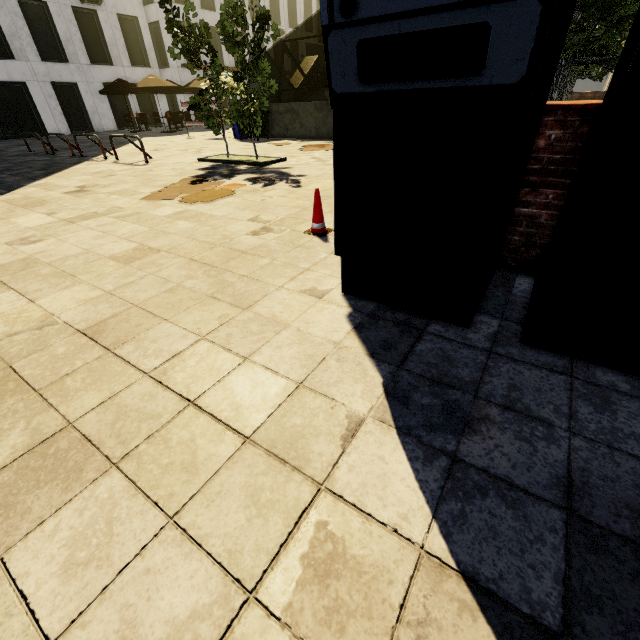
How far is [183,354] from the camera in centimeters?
205cm

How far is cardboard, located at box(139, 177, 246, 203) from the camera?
5.41m

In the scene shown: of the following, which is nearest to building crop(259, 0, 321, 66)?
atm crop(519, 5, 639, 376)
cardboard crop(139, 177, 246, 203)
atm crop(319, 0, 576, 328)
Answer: cardboard crop(139, 177, 246, 203)

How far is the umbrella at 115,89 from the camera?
18.0m

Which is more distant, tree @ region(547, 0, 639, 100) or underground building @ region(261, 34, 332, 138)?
underground building @ region(261, 34, 332, 138)

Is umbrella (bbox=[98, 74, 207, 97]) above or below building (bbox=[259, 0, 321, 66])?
below

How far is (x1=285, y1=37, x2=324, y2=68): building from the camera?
36.9 meters

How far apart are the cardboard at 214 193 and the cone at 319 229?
2.3 meters
